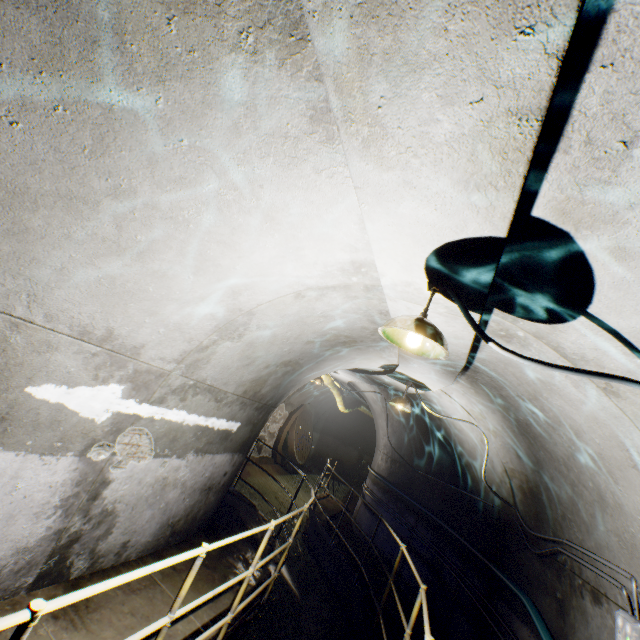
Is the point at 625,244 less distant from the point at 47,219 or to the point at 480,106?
the point at 480,106

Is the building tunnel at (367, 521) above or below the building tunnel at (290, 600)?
above

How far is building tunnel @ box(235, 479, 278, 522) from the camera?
10.0 meters

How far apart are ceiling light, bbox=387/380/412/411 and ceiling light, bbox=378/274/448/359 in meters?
3.6

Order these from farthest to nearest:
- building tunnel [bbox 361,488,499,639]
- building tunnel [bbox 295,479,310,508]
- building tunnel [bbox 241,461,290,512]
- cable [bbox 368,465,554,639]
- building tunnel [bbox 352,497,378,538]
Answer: building tunnel [bbox 295,479,310,508] → building tunnel [bbox 241,461,290,512] → building tunnel [bbox 352,497,378,538] → building tunnel [bbox 361,488,499,639] → cable [bbox 368,465,554,639]

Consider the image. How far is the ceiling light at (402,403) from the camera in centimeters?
567cm

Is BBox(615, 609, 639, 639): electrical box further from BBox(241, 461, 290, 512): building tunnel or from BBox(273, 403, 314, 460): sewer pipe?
BBox(273, 403, 314, 460): sewer pipe
